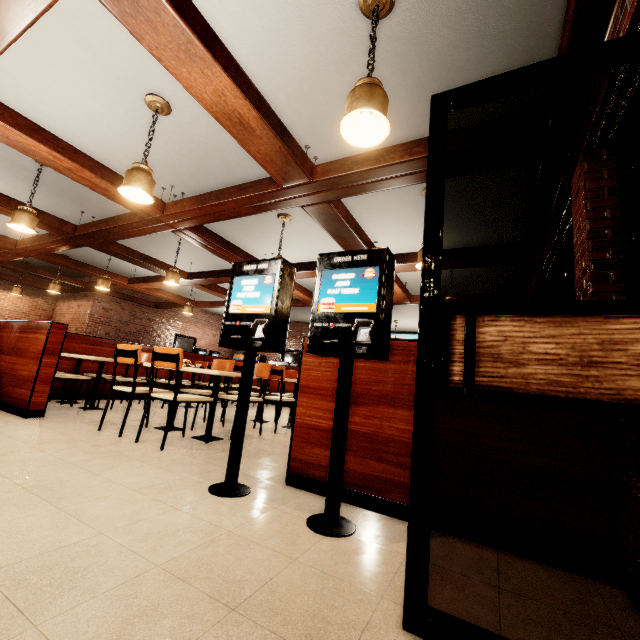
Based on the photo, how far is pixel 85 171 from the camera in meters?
3.8
